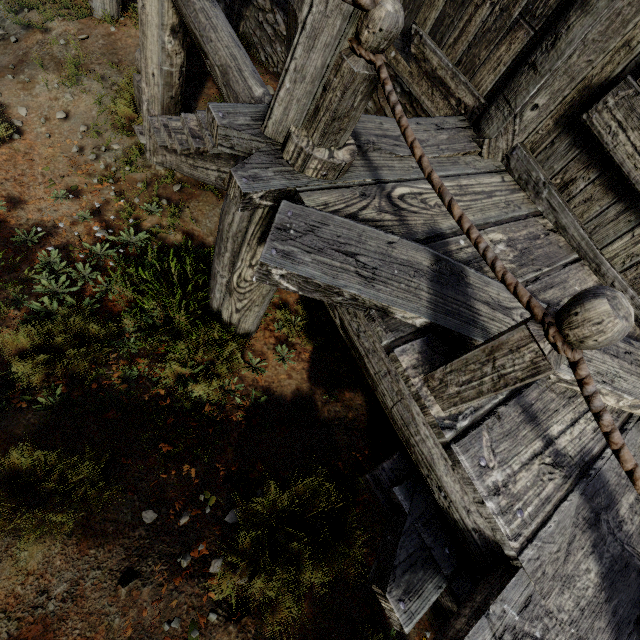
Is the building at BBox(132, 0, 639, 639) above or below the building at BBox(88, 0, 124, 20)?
above

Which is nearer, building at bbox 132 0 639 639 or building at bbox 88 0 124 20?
building at bbox 132 0 639 639

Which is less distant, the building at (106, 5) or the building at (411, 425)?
the building at (411, 425)

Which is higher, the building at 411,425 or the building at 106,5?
the building at 411,425

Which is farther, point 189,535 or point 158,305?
point 158,305
